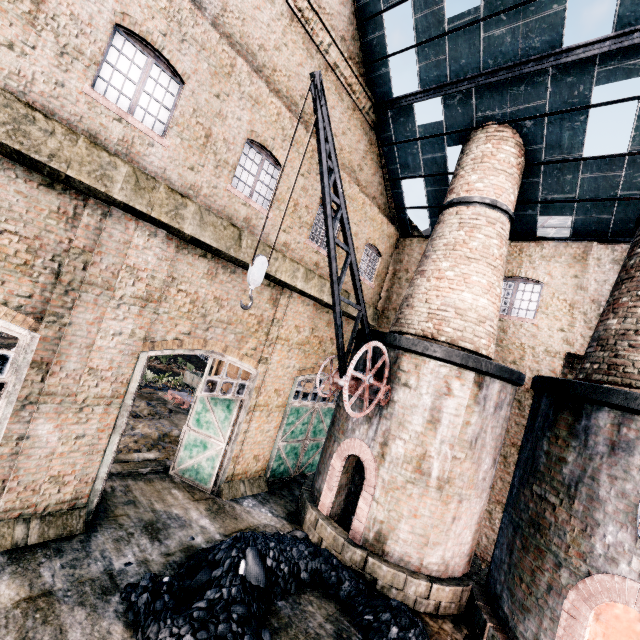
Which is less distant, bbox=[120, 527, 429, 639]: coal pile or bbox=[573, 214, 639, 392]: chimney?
bbox=[120, 527, 429, 639]: coal pile

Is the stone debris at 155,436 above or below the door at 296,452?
below

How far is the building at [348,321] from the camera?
15.18m

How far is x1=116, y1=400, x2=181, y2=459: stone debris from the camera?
13.2m

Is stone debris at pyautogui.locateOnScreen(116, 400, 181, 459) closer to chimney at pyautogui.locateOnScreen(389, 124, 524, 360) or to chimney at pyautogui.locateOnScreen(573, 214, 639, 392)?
chimney at pyautogui.locateOnScreen(389, 124, 524, 360)

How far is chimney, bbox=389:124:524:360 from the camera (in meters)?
11.06

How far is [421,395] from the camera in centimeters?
1019cm

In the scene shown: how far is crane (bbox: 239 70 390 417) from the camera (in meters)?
6.50
